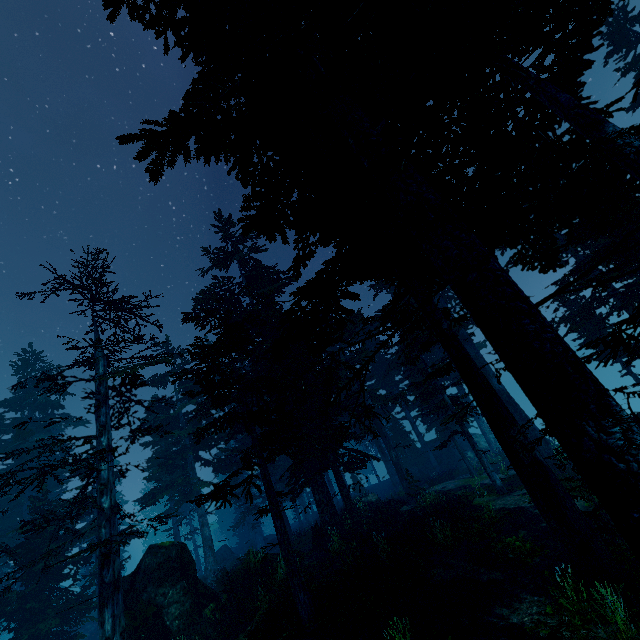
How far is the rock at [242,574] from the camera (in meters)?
15.09

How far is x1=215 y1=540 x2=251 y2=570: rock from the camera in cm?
2952

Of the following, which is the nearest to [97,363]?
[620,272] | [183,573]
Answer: [183,573]

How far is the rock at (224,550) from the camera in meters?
29.5

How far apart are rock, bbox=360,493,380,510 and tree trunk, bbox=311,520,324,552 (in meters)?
1.60

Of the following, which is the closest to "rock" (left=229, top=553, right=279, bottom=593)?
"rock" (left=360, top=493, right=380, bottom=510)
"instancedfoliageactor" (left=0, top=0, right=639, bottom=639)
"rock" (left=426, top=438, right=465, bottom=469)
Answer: "instancedfoliageactor" (left=0, top=0, right=639, bottom=639)

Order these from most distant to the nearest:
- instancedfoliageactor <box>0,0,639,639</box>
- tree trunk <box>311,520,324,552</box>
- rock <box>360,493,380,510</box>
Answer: rock <box>360,493,380,510</box>, tree trunk <box>311,520,324,552</box>, instancedfoliageactor <box>0,0,639,639</box>

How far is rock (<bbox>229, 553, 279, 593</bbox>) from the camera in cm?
1509
